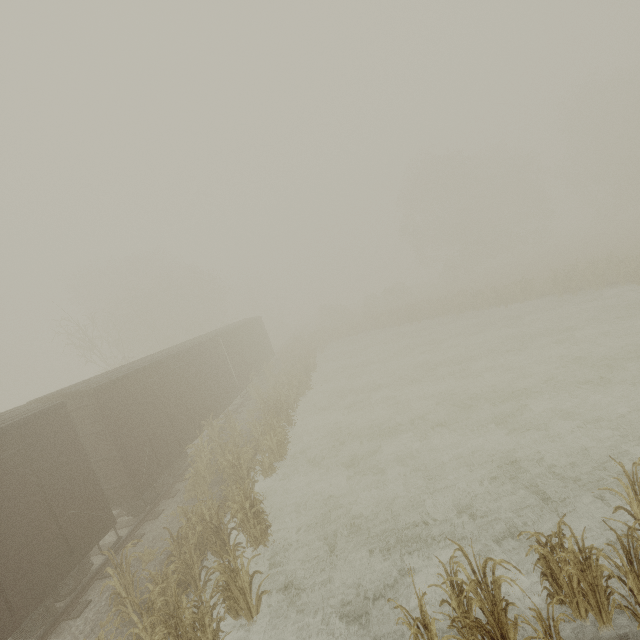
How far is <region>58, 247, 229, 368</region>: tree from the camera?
25.51m

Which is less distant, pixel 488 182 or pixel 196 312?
pixel 196 312

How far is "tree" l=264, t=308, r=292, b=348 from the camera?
49.56m

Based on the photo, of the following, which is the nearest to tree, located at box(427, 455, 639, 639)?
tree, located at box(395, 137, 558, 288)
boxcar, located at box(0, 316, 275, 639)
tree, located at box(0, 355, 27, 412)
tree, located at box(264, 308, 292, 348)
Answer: boxcar, located at box(0, 316, 275, 639)

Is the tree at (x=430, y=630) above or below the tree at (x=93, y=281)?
below

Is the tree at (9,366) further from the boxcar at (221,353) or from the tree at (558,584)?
the tree at (558,584)

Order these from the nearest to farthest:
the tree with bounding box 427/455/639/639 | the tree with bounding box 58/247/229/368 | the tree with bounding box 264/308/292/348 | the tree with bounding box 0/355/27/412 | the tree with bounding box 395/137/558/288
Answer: the tree with bounding box 427/455/639/639
the tree with bounding box 58/247/229/368
the tree with bounding box 395/137/558/288
the tree with bounding box 264/308/292/348
the tree with bounding box 0/355/27/412

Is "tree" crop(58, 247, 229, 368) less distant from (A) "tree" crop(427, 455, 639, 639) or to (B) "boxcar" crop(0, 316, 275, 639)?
(B) "boxcar" crop(0, 316, 275, 639)
